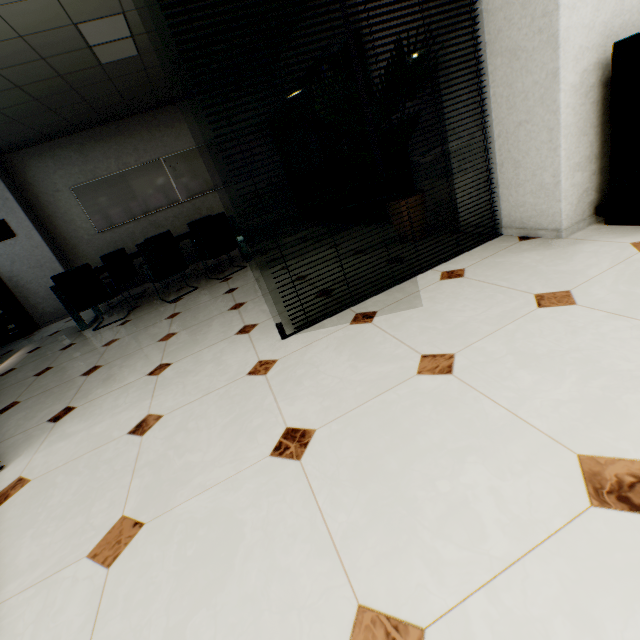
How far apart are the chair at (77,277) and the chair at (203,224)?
1.2 meters

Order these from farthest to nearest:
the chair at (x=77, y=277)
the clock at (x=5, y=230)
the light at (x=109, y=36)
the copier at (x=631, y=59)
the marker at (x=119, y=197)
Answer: the marker at (x=119, y=197) < the clock at (x=5, y=230) < the chair at (x=77, y=277) < the light at (x=109, y=36) < the copier at (x=631, y=59)

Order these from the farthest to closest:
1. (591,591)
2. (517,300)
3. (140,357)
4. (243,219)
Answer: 1. (243,219)
2. (140,357)
3. (517,300)
4. (591,591)

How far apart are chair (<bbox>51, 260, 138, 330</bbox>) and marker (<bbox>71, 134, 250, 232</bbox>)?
2.5 meters

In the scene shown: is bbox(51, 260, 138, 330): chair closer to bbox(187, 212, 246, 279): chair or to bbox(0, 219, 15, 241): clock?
bbox(187, 212, 246, 279): chair

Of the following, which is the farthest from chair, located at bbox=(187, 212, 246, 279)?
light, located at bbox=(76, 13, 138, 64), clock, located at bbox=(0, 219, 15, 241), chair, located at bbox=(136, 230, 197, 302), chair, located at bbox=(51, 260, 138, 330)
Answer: clock, located at bbox=(0, 219, 15, 241)

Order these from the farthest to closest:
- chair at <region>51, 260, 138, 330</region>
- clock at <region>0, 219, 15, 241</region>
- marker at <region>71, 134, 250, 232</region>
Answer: marker at <region>71, 134, 250, 232</region> < clock at <region>0, 219, 15, 241</region> < chair at <region>51, 260, 138, 330</region>

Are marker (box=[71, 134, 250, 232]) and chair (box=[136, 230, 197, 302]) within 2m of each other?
no
